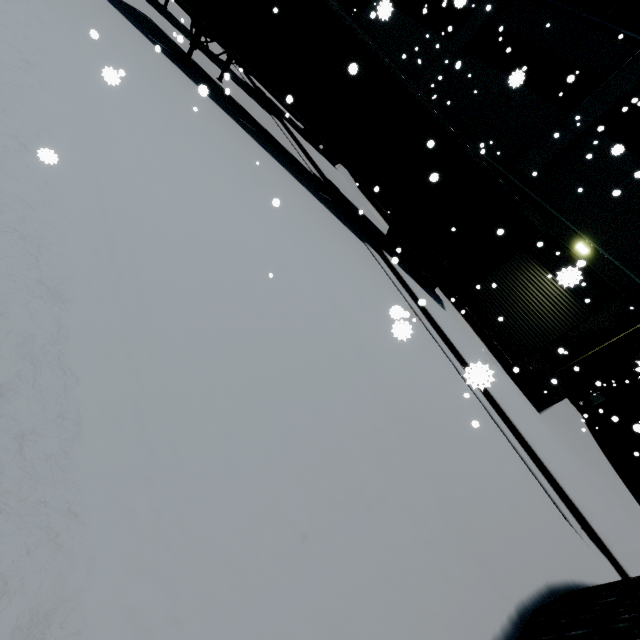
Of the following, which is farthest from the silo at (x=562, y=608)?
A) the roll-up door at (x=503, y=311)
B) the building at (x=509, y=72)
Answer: the roll-up door at (x=503, y=311)

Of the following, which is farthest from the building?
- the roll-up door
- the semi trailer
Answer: the semi trailer

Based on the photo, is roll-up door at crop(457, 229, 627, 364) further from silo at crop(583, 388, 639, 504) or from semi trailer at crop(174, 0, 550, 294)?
silo at crop(583, 388, 639, 504)

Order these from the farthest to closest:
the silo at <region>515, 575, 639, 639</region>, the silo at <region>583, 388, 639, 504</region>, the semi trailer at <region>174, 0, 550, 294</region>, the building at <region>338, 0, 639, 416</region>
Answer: the silo at <region>583, 388, 639, 504</region>, the building at <region>338, 0, 639, 416</region>, the semi trailer at <region>174, 0, 550, 294</region>, the silo at <region>515, 575, 639, 639</region>

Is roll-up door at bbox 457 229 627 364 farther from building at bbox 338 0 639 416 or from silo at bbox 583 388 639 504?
silo at bbox 583 388 639 504

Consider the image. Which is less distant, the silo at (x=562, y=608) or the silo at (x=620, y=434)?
the silo at (x=562, y=608)

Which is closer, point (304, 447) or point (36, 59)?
point (304, 447)

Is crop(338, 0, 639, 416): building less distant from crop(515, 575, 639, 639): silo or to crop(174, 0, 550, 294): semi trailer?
crop(515, 575, 639, 639): silo
